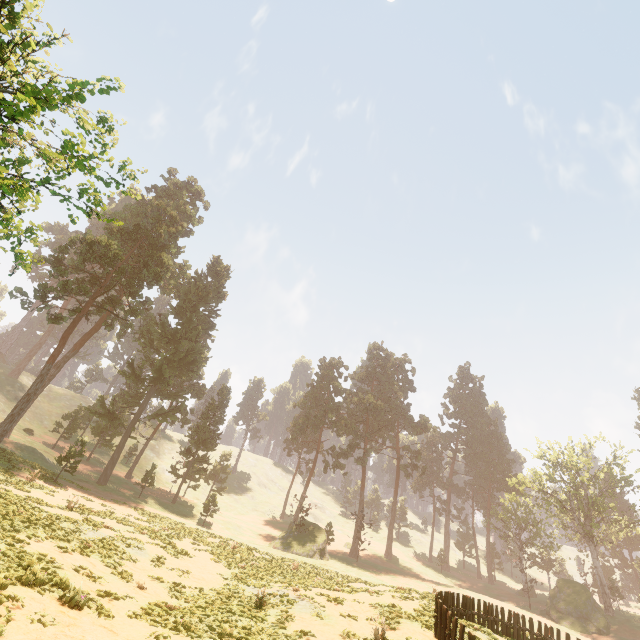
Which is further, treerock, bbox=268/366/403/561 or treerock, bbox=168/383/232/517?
treerock, bbox=168/383/232/517

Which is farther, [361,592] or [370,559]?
[370,559]

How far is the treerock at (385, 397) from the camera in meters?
38.0

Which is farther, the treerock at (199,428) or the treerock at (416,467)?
the treerock at (416,467)

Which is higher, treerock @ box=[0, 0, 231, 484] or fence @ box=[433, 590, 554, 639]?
treerock @ box=[0, 0, 231, 484]

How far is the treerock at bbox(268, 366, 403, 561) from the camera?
37.97m

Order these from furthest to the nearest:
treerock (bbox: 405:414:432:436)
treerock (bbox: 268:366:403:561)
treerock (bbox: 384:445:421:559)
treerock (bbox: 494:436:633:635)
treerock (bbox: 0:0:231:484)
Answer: treerock (bbox: 405:414:432:436)
treerock (bbox: 384:445:421:559)
treerock (bbox: 494:436:633:635)
treerock (bbox: 268:366:403:561)
treerock (bbox: 0:0:231:484)
